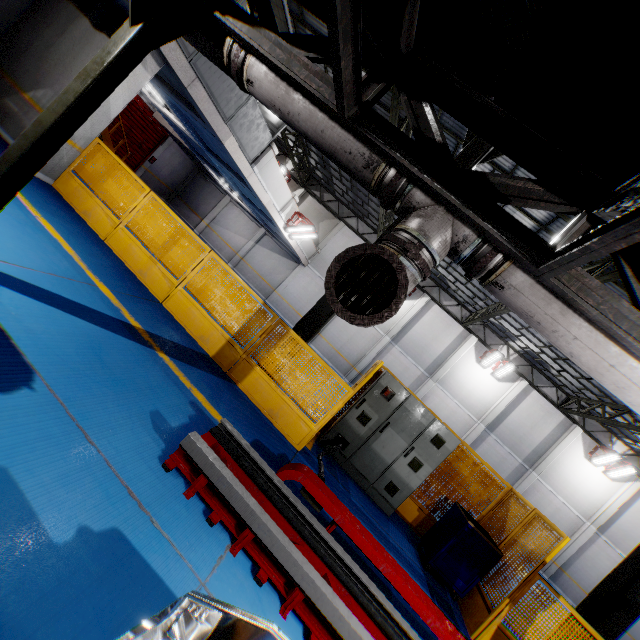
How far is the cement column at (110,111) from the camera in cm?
688

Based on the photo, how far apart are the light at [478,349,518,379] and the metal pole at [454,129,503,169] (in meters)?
15.11

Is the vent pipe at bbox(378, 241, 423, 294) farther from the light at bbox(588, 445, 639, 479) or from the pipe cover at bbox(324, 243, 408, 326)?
the light at bbox(588, 445, 639, 479)

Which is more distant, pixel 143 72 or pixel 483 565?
pixel 143 72

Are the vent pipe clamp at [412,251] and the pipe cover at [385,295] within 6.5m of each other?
yes

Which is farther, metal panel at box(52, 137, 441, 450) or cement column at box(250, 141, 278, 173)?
cement column at box(250, 141, 278, 173)

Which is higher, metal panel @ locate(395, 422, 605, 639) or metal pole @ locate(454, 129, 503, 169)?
metal pole @ locate(454, 129, 503, 169)

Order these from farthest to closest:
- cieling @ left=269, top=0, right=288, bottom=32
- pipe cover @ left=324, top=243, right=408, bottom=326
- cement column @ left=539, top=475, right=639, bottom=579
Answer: cement column @ left=539, top=475, right=639, bottom=579
cieling @ left=269, top=0, right=288, bottom=32
pipe cover @ left=324, top=243, right=408, bottom=326
